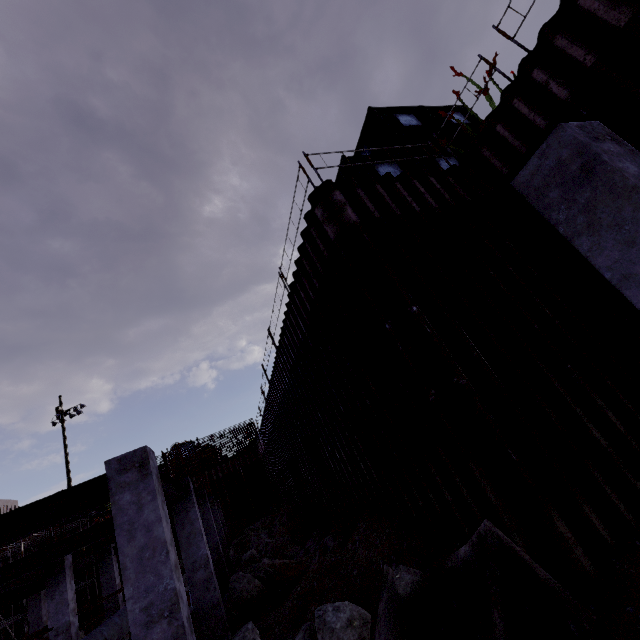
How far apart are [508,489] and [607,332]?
3.8 meters

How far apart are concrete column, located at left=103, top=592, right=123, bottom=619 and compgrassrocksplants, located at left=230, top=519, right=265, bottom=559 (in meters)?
5.87

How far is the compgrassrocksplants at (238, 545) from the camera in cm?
1845

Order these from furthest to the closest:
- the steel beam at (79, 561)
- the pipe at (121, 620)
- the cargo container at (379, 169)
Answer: the steel beam at (79, 561) < the cargo container at (379, 169) < the pipe at (121, 620)

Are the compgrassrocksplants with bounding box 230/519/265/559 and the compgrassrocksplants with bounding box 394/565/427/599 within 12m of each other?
no

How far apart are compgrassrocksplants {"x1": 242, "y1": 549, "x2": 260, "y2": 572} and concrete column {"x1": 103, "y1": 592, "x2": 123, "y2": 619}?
8.1m

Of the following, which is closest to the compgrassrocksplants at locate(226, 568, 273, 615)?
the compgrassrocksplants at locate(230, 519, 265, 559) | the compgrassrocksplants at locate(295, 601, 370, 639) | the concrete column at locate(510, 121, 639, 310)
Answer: the compgrassrocksplants at locate(295, 601, 370, 639)

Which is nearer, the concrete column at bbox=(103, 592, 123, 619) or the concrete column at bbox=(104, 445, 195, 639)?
the concrete column at bbox=(104, 445, 195, 639)
